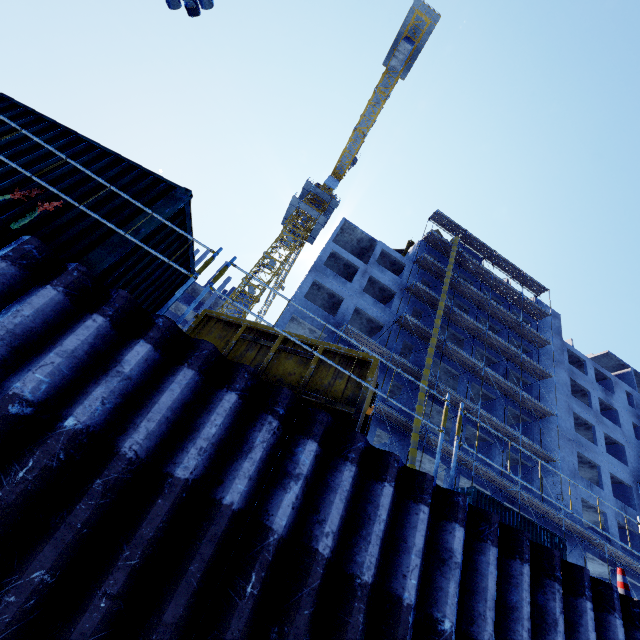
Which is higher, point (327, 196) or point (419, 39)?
point (419, 39)

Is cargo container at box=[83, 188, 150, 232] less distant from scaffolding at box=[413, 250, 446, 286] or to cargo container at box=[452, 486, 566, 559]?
scaffolding at box=[413, 250, 446, 286]

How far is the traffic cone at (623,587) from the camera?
4.8 meters

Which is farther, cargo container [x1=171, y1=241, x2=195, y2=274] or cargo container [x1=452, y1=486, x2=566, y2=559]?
cargo container [x1=452, y1=486, x2=566, y2=559]

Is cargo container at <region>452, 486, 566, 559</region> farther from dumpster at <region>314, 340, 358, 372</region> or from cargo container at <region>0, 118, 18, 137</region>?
cargo container at <region>0, 118, 18, 137</region>

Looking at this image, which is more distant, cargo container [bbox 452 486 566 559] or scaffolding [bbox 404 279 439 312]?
scaffolding [bbox 404 279 439 312]

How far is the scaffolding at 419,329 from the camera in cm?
2533

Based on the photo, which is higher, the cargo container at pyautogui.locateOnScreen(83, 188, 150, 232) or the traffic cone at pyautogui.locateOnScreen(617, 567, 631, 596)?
the cargo container at pyautogui.locateOnScreen(83, 188, 150, 232)
